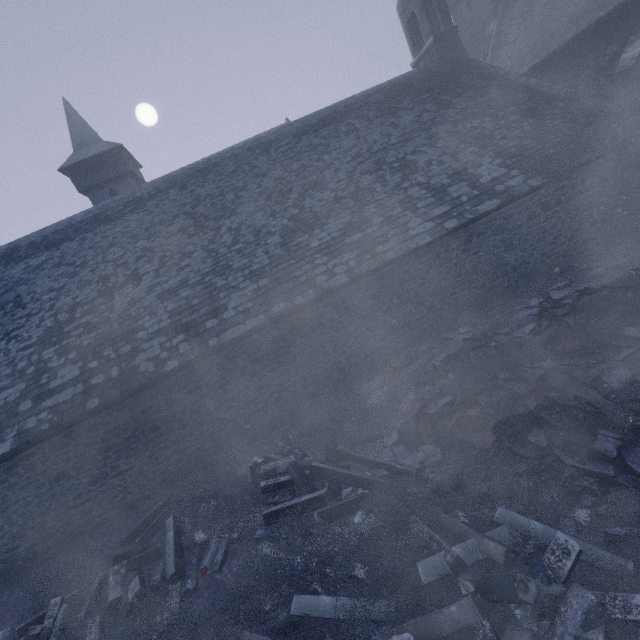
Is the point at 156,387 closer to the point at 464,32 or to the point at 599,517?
the point at 599,517

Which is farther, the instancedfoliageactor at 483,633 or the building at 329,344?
the building at 329,344

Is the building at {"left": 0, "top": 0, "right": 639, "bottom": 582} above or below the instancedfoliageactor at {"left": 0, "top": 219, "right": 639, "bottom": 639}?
above

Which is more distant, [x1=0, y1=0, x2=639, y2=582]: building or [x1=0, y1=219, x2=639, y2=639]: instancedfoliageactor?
[x1=0, y1=0, x2=639, y2=582]: building

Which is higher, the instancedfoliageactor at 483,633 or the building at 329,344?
the building at 329,344
